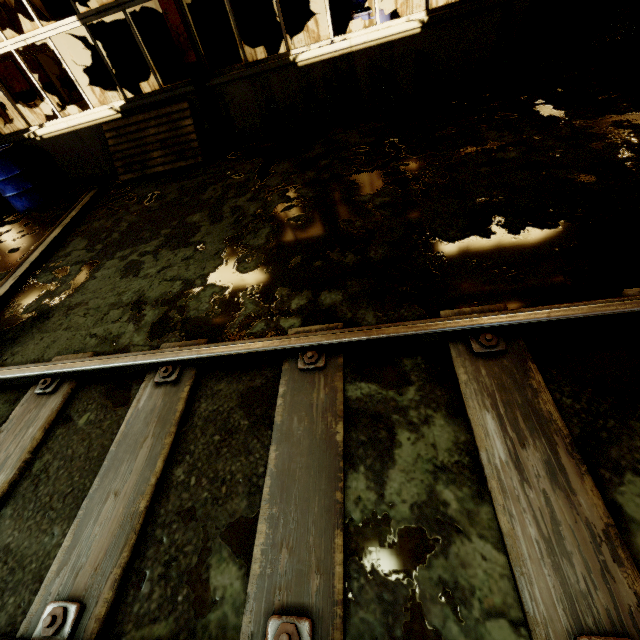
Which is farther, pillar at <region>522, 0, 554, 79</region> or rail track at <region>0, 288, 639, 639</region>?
pillar at <region>522, 0, 554, 79</region>

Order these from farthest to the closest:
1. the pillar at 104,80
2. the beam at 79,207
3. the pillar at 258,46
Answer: the pillar at 104,80, the pillar at 258,46, the beam at 79,207

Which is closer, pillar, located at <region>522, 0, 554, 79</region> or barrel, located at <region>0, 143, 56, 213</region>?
pillar, located at <region>522, 0, 554, 79</region>

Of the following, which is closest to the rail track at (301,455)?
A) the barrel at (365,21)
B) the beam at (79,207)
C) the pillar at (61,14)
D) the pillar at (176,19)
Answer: the beam at (79,207)

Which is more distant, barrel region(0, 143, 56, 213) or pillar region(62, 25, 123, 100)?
pillar region(62, 25, 123, 100)

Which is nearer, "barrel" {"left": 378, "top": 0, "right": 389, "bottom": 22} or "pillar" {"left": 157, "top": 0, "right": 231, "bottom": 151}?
"pillar" {"left": 157, "top": 0, "right": 231, "bottom": 151}

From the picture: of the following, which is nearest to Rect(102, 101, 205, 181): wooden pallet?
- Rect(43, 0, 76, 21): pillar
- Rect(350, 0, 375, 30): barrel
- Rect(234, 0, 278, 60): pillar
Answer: Rect(350, 0, 375, 30): barrel

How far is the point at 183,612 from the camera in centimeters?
133cm
